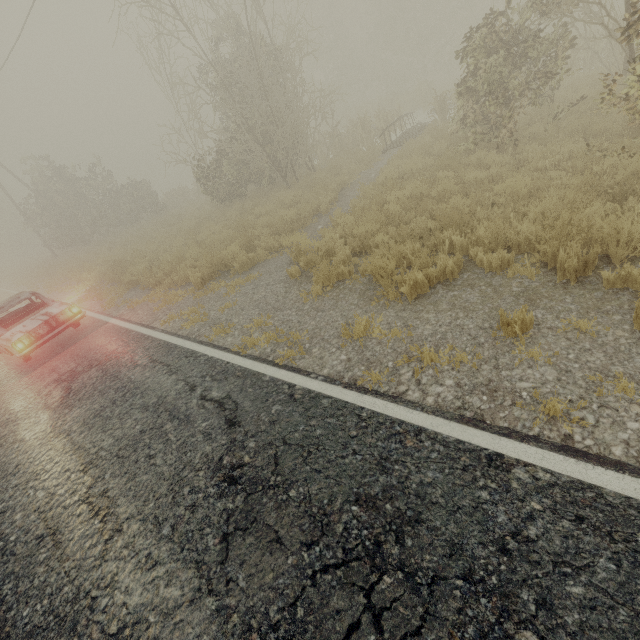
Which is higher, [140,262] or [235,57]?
[235,57]
